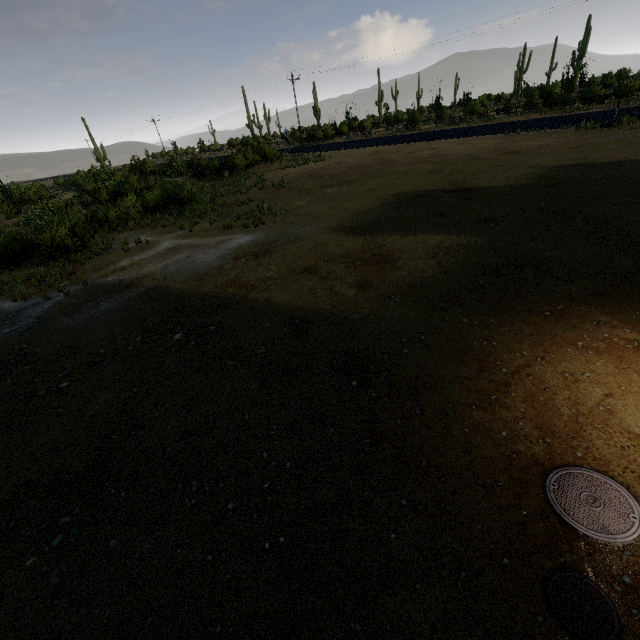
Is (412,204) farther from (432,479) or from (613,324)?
(432,479)
